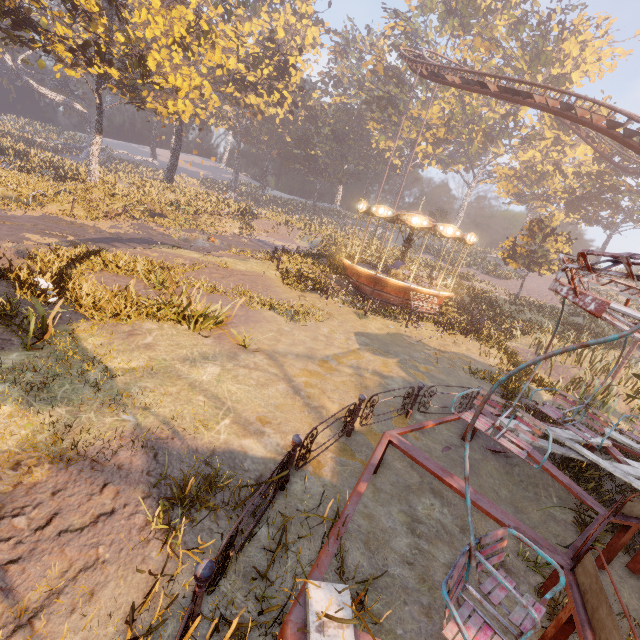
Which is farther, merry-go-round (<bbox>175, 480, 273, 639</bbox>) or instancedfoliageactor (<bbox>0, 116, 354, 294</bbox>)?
instancedfoliageactor (<bbox>0, 116, 354, 294</bbox>)

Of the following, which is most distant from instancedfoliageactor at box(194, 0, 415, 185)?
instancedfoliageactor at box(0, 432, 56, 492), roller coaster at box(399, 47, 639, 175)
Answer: instancedfoliageactor at box(0, 432, 56, 492)

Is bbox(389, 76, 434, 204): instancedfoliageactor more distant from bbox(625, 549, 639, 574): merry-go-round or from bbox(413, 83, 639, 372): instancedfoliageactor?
bbox(625, 549, 639, 574): merry-go-round

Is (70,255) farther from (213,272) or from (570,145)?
(570,145)

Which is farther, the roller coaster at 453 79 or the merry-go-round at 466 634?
the roller coaster at 453 79

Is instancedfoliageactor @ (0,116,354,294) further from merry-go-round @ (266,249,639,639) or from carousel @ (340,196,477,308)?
merry-go-round @ (266,249,639,639)
